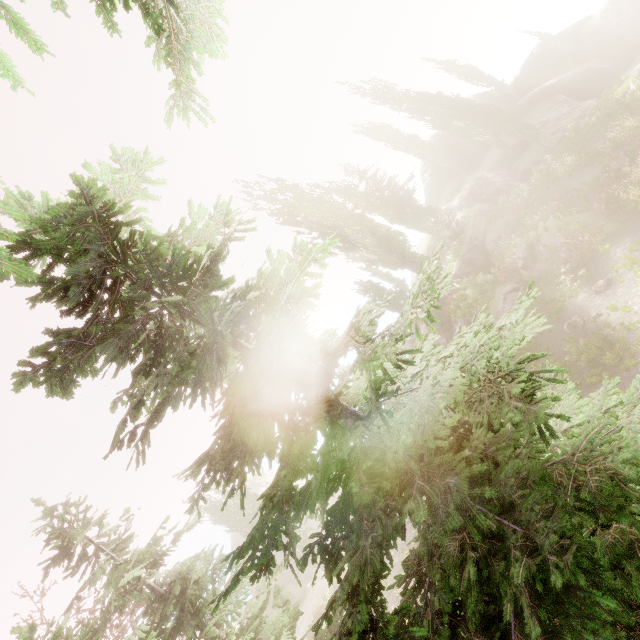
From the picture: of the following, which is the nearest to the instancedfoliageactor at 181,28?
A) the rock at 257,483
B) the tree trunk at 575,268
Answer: the rock at 257,483

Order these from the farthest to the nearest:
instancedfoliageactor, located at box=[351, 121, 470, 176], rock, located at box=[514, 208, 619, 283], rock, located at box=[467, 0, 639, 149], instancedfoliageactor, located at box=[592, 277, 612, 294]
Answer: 1. instancedfoliageactor, located at box=[351, 121, 470, 176]
2. rock, located at box=[467, 0, 639, 149]
3. rock, located at box=[514, 208, 619, 283]
4. instancedfoliageactor, located at box=[592, 277, 612, 294]

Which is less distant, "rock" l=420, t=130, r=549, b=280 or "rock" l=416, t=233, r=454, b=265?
"rock" l=420, t=130, r=549, b=280

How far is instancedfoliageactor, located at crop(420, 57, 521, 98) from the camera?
38.7m

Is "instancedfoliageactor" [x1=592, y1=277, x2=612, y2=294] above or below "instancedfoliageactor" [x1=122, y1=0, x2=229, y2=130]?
below

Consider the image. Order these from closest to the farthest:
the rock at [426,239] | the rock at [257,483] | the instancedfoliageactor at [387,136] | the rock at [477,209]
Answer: the rock at [477,209] < the rock at [426,239] < the instancedfoliageactor at [387,136] < the rock at [257,483]

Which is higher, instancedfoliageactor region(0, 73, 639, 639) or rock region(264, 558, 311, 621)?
instancedfoliageactor region(0, 73, 639, 639)

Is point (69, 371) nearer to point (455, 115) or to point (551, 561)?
point (551, 561)
